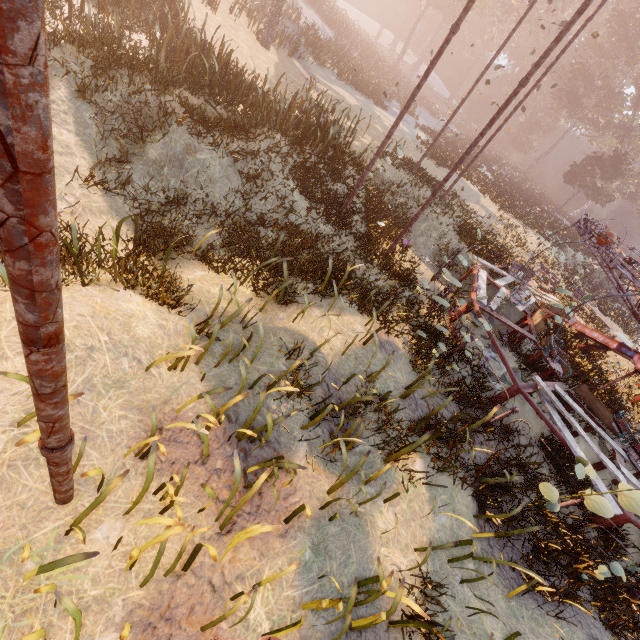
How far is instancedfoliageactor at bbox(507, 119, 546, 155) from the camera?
57.0 meters

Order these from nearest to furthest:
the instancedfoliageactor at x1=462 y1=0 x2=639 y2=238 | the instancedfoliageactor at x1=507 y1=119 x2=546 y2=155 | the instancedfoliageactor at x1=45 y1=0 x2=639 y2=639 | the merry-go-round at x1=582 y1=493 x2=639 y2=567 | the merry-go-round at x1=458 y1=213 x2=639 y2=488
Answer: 1. the instancedfoliageactor at x1=45 y1=0 x2=639 y2=639
2. the merry-go-round at x1=582 y1=493 x2=639 y2=567
3. the merry-go-round at x1=458 y1=213 x2=639 y2=488
4. the instancedfoliageactor at x1=462 y1=0 x2=639 y2=238
5. the instancedfoliageactor at x1=507 y1=119 x2=546 y2=155

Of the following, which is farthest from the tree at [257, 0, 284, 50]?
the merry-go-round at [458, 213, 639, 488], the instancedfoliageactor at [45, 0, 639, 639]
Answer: the instancedfoliageactor at [45, 0, 639, 639]

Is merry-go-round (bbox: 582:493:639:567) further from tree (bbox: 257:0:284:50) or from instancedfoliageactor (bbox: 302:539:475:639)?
tree (bbox: 257:0:284:50)

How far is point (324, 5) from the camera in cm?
3400

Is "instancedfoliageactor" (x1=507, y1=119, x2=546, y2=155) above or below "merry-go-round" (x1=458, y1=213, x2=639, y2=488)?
above

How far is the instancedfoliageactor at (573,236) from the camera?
25.5m

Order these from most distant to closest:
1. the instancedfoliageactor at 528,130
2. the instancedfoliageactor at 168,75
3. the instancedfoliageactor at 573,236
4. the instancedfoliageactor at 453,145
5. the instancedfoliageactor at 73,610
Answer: the instancedfoliageactor at 528,130, the instancedfoliageactor at 573,236, the instancedfoliageactor at 453,145, the instancedfoliageactor at 168,75, the instancedfoliageactor at 73,610
